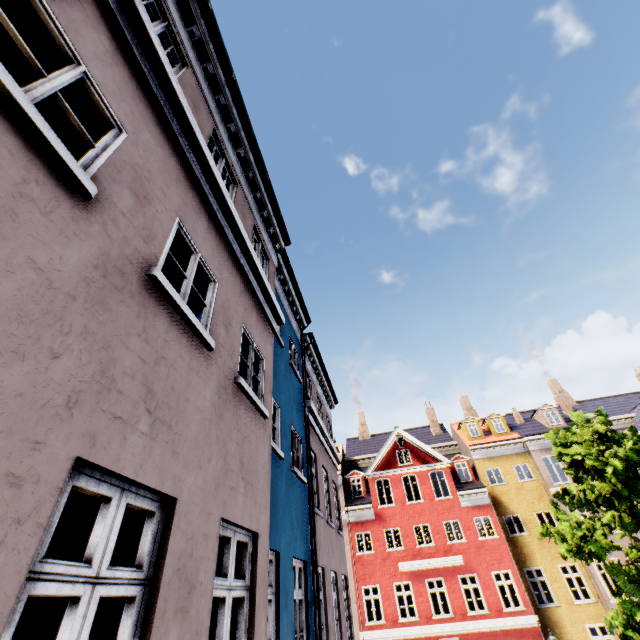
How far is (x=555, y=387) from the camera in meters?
32.3 m

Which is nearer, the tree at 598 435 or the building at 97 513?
the building at 97 513

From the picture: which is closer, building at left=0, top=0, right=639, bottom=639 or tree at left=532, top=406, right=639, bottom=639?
building at left=0, top=0, right=639, bottom=639
